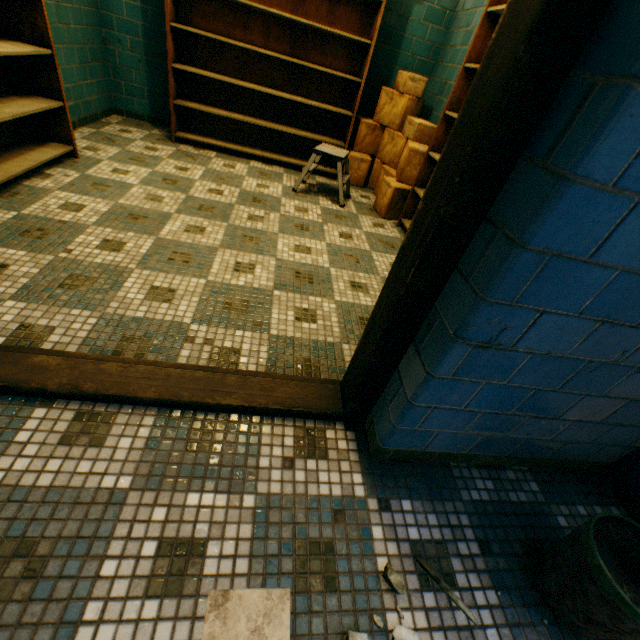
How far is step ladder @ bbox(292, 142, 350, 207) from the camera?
3.13m

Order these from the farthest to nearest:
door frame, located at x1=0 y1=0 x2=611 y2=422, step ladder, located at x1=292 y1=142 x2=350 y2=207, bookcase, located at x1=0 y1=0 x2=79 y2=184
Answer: step ladder, located at x1=292 y1=142 x2=350 y2=207
bookcase, located at x1=0 y1=0 x2=79 y2=184
door frame, located at x1=0 y1=0 x2=611 y2=422

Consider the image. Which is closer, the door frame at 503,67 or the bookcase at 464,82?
the door frame at 503,67

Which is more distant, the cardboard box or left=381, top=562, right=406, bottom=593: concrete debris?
the cardboard box

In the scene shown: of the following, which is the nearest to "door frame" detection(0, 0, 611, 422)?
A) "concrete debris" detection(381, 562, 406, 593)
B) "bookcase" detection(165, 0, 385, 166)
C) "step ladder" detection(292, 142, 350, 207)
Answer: "concrete debris" detection(381, 562, 406, 593)

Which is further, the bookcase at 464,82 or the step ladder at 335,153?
the step ladder at 335,153

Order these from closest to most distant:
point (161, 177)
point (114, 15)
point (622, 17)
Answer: point (622, 17) → point (161, 177) → point (114, 15)

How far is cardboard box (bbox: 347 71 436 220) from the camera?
3.3 meters
